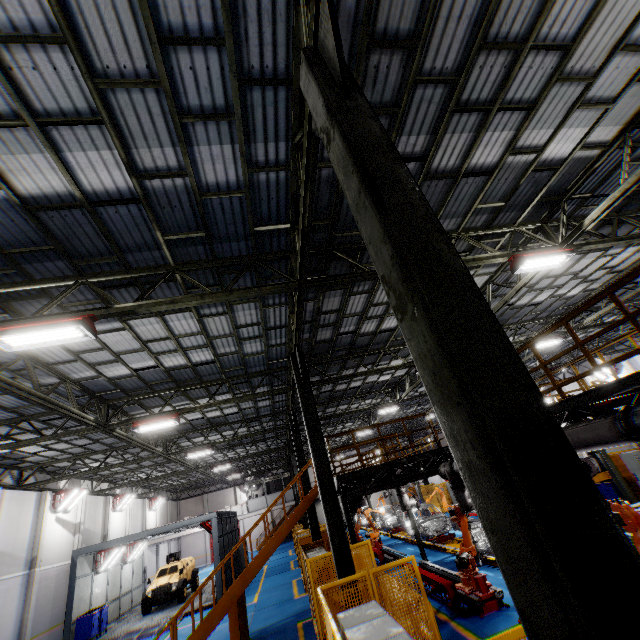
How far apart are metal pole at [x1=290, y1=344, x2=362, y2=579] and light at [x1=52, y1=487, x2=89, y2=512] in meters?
19.6

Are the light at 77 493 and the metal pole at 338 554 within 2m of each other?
no

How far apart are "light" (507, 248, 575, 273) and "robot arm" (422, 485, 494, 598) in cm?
745

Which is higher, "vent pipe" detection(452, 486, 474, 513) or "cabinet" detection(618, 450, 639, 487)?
"vent pipe" detection(452, 486, 474, 513)

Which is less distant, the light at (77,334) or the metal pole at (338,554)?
the light at (77,334)

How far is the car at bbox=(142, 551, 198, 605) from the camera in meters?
19.7

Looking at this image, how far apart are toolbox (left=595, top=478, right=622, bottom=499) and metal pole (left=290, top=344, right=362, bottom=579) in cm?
1334

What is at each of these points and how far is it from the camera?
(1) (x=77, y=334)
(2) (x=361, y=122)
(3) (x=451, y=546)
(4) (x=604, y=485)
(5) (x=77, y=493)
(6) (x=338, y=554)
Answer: (1) light, 6.55m
(2) metal pole, 2.89m
(3) platform, 15.59m
(4) toolbox, 14.58m
(5) light, 20.91m
(6) metal pole, 7.97m
